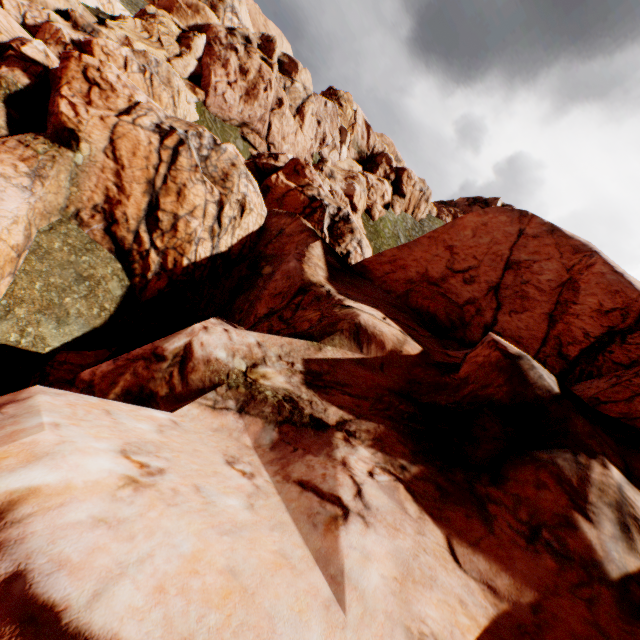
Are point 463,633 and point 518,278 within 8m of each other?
no
